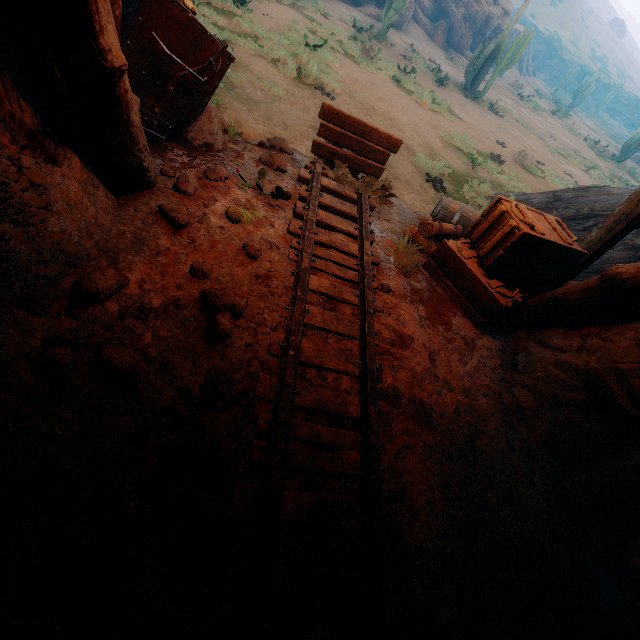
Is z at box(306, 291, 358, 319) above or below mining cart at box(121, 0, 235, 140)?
below

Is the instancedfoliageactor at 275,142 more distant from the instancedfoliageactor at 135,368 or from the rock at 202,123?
the instancedfoliageactor at 135,368

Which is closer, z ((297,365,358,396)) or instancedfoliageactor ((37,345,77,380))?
instancedfoliageactor ((37,345,77,380))

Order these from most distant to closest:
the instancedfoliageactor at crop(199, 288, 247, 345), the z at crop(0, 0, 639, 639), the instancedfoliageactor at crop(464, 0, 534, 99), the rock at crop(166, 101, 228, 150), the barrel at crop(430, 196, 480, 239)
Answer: the instancedfoliageactor at crop(464, 0, 534, 99) → the barrel at crop(430, 196, 480, 239) → the rock at crop(166, 101, 228, 150) → the instancedfoliageactor at crop(199, 288, 247, 345) → the z at crop(0, 0, 639, 639)

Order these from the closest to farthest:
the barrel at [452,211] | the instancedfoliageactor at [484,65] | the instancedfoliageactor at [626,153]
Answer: the barrel at [452,211], the instancedfoliageactor at [484,65], the instancedfoliageactor at [626,153]

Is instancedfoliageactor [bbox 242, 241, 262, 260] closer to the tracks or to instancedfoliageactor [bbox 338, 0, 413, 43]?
the tracks

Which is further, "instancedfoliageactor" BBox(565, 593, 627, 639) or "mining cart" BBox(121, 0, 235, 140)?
"mining cart" BBox(121, 0, 235, 140)

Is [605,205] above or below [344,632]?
above
